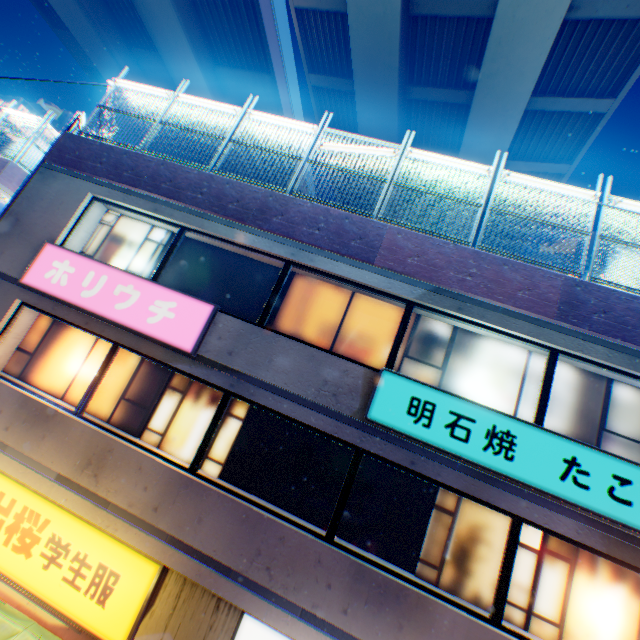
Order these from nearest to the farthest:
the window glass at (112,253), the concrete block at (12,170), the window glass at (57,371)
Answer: the window glass at (57,371), the window glass at (112,253), the concrete block at (12,170)

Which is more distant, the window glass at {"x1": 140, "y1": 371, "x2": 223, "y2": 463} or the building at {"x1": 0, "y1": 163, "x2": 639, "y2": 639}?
the window glass at {"x1": 140, "y1": 371, "x2": 223, "y2": 463}

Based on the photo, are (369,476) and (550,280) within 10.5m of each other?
yes

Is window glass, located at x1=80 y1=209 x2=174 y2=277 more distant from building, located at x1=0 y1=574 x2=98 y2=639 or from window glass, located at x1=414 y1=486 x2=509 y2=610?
window glass, located at x1=414 y1=486 x2=509 y2=610

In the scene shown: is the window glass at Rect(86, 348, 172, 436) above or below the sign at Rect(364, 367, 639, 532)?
below

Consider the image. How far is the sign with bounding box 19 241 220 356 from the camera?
6.50m

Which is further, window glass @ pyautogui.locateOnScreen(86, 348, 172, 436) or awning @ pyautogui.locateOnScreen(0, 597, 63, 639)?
window glass @ pyautogui.locateOnScreen(86, 348, 172, 436)

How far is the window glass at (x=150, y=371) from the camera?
6.8m
